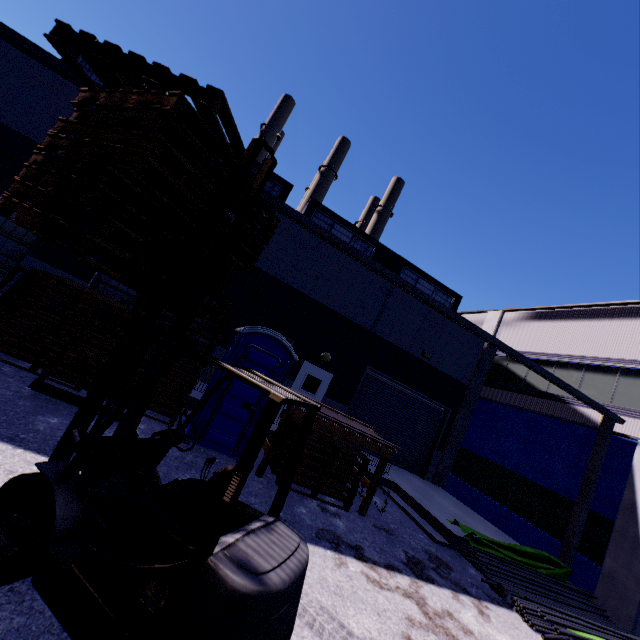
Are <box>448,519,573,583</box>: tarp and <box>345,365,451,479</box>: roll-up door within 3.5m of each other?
no

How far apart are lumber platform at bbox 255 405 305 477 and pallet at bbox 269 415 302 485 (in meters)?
0.22

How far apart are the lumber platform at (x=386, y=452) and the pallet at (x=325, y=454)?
0.2 meters

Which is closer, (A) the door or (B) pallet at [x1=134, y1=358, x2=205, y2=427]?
(B) pallet at [x1=134, y1=358, x2=205, y2=427]

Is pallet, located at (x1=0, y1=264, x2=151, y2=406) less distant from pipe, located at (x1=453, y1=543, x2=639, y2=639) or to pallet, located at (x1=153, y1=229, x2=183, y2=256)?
pallet, located at (x1=153, y1=229, x2=183, y2=256)

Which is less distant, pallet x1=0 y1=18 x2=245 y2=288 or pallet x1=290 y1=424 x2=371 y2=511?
pallet x1=0 y1=18 x2=245 y2=288

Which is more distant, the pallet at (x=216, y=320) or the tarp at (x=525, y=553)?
the tarp at (x=525, y=553)

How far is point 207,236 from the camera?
→ 3.4m
